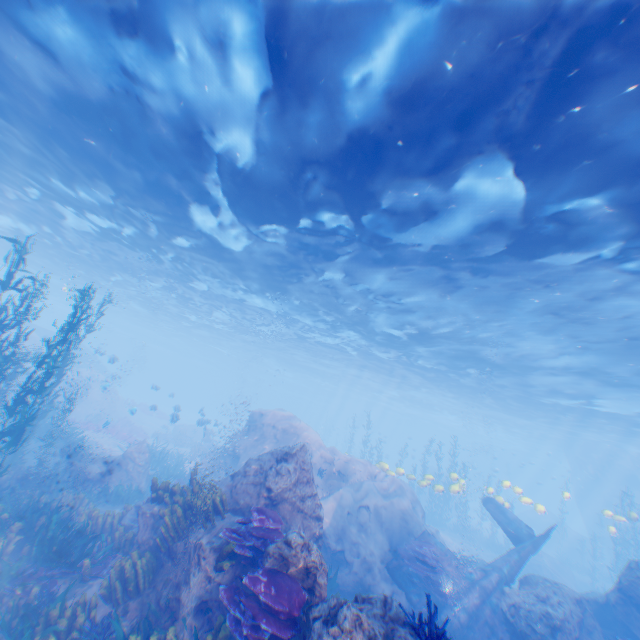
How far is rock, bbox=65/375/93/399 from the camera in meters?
27.0 m

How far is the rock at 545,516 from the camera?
32.5 meters

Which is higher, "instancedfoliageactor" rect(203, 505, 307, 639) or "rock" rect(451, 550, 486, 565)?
→ "instancedfoliageactor" rect(203, 505, 307, 639)

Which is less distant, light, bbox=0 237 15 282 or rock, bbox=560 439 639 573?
light, bbox=0 237 15 282

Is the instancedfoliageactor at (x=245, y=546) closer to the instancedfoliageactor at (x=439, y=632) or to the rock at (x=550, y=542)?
the rock at (x=550, y=542)

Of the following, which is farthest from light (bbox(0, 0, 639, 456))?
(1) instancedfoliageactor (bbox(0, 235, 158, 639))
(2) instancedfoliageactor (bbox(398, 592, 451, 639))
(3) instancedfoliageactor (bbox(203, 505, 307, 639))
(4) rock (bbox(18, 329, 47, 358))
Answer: (3) instancedfoliageactor (bbox(203, 505, 307, 639))

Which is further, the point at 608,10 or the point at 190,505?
the point at 190,505
